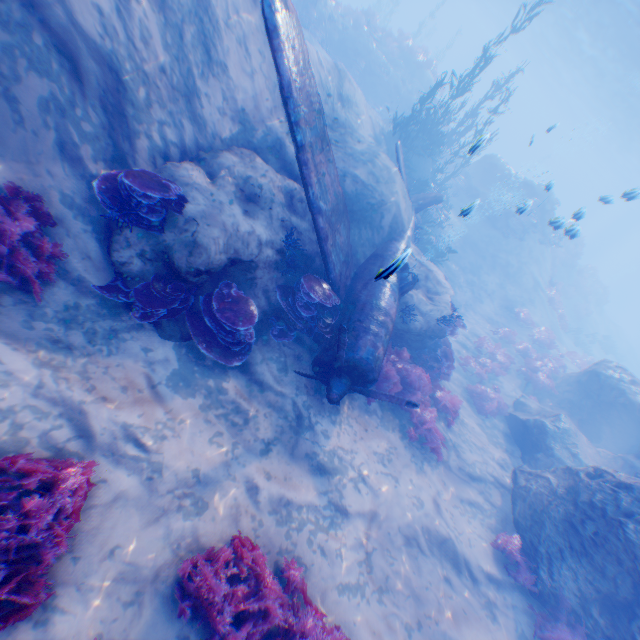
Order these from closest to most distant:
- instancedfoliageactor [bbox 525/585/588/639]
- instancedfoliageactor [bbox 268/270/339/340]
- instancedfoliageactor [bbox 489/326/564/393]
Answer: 1. instancedfoliageactor [bbox 525/585/588/639]
2. instancedfoliageactor [bbox 268/270/339/340]
3. instancedfoliageactor [bbox 489/326/564/393]

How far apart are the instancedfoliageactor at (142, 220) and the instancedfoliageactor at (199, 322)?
1.28m

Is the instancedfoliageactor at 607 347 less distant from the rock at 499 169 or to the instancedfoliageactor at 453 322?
the rock at 499 169

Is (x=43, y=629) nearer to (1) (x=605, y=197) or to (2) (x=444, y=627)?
(2) (x=444, y=627)

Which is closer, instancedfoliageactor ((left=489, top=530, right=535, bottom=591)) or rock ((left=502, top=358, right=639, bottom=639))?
rock ((left=502, top=358, right=639, bottom=639))

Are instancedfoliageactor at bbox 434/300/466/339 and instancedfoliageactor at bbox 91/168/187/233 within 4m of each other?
no

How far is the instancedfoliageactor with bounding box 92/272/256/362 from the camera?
5.31m

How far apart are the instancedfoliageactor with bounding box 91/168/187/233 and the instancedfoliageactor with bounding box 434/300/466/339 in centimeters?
848cm
